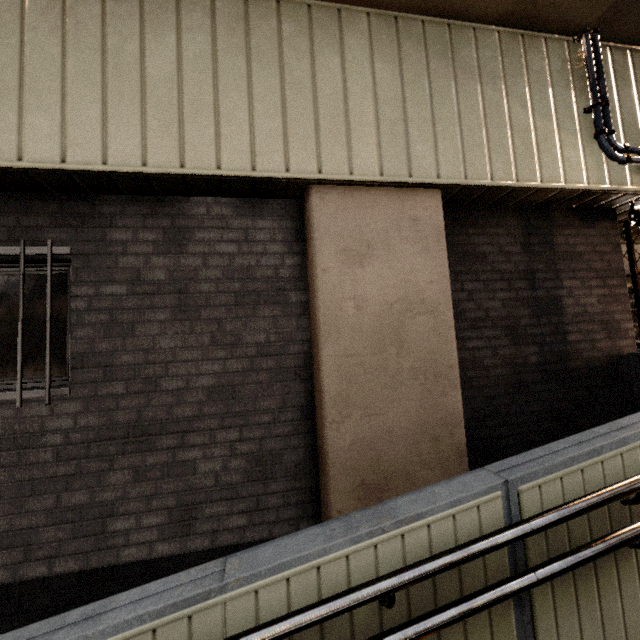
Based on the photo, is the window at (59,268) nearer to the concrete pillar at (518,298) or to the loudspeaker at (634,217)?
the concrete pillar at (518,298)

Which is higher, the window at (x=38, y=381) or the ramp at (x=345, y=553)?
the window at (x=38, y=381)

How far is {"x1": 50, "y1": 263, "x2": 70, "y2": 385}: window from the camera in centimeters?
280cm

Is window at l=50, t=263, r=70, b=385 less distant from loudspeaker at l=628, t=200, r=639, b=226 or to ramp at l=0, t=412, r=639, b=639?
ramp at l=0, t=412, r=639, b=639

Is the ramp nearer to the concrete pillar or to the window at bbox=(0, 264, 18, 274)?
the concrete pillar

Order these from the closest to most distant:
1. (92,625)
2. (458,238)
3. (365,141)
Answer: (92,625), (365,141), (458,238)

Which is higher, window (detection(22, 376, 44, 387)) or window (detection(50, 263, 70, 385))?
window (detection(50, 263, 70, 385))
